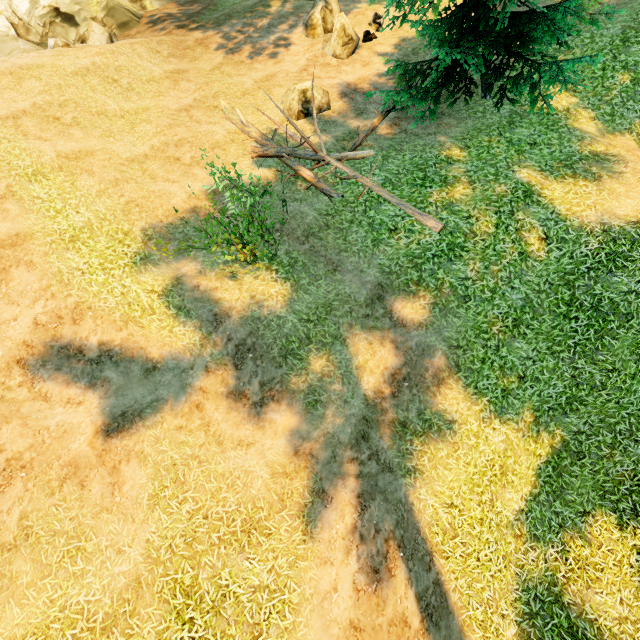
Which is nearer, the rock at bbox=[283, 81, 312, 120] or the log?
the log

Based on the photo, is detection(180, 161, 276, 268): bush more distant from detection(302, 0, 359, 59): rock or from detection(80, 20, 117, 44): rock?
detection(80, 20, 117, 44): rock

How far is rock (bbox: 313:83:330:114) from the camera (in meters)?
11.49

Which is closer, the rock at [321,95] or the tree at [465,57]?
the tree at [465,57]

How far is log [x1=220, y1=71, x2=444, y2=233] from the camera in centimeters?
882cm

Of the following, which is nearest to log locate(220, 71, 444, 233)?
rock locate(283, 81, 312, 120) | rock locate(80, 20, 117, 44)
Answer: rock locate(283, 81, 312, 120)

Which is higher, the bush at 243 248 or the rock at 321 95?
the rock at 321 95

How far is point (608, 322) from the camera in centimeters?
798cm
